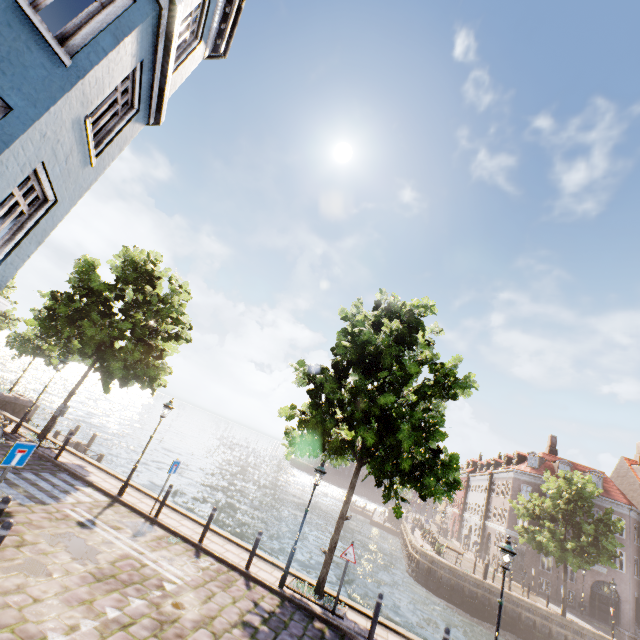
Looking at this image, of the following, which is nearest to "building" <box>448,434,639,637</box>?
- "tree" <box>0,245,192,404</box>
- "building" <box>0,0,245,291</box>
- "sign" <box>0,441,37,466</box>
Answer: "tree" <box>0,245,192,404</box>

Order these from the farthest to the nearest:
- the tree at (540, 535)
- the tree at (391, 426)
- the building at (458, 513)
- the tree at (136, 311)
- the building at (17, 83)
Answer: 1. the building at (458, 513)
2. the tree at (540, 535)
3. the tree at (136, 311)
4. the tree at (391, 426)
5. the building at (17, 83)

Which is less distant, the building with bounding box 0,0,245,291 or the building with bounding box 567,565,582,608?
the building with bounding box 0,0,245,291

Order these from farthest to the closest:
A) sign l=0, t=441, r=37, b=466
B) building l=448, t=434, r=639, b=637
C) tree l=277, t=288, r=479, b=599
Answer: building l=448, t=434, r=639, b=637
tree l=277, t=288, r=479, b=599
sign l=0, t=441, r=37, b=466

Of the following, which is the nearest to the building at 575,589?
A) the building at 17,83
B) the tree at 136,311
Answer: the tree at 136,311

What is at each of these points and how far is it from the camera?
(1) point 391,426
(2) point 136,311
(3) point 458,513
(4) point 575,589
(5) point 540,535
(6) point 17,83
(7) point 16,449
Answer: (1) tree, 10.9m
(2) tree, 17.2m
(3) building, 55.3m
(4) building, 31.3m
(5) tree, 25.1m
(6) building, 4.4m
(7) sign, 6.9m

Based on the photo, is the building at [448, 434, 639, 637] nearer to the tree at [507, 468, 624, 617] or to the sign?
the tree at [507, 468, 624, 617]

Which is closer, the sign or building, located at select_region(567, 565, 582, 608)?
the sign
